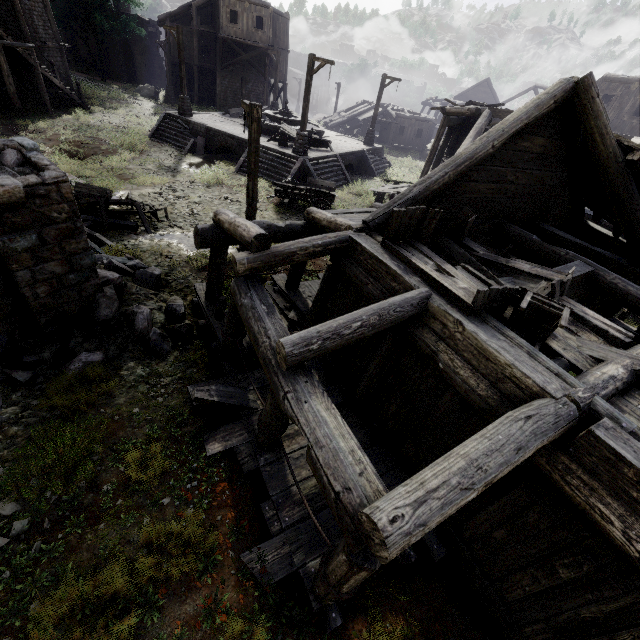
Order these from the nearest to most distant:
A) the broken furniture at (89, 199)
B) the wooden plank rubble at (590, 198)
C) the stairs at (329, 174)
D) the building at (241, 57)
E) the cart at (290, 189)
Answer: the wooden plank rubble at (590, 198)
the broken furniture at (89, 199)
the cart at (290, 189)
the stairs at (329, 174)
the building at (241, 57)

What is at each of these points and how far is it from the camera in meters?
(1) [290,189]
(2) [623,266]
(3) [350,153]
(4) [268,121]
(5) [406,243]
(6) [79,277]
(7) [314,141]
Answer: (1) cart, 15.8
(2) building, 7.6
(3) building base, 22.8
(4) fountain, 24.2
(5) broken furniture, 6.3
(6) building, 6.5
(7) broken furniture, 21.5

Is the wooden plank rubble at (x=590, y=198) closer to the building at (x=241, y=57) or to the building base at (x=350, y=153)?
the building at (x=241, y=57)

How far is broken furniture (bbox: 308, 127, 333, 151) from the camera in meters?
21.3 m

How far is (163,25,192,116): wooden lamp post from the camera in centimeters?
2009cm

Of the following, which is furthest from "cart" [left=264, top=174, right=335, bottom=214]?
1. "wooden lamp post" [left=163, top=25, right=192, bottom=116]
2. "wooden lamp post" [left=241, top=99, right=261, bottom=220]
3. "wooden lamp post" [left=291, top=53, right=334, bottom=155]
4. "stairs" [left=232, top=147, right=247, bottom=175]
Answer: "wooden lamp post" [left=163, top=25, right=192, bottom=116]

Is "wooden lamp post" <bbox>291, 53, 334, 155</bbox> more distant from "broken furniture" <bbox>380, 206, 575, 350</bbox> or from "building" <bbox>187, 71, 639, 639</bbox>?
"broken furniture" <bbox>380, 206, 575, 350</bbox>

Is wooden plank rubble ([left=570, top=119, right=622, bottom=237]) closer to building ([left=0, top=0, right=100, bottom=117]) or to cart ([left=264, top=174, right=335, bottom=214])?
building ([left=0, top=0, right=100, bottom=117])
